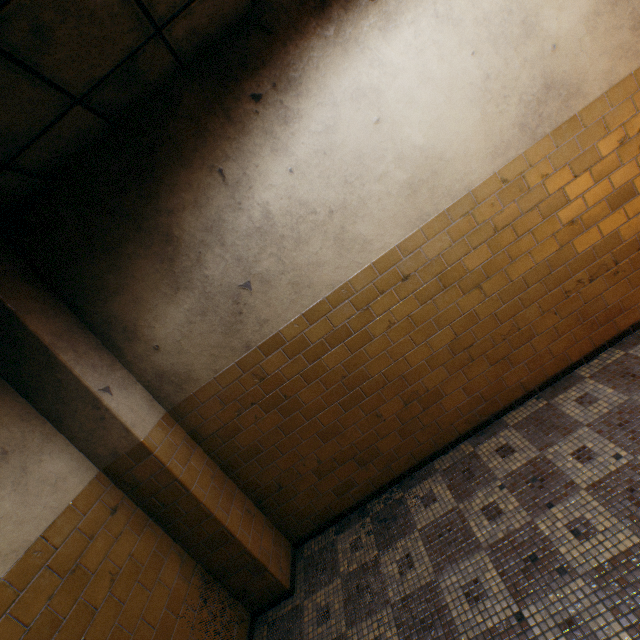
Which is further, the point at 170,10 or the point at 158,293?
the point at 158,293
